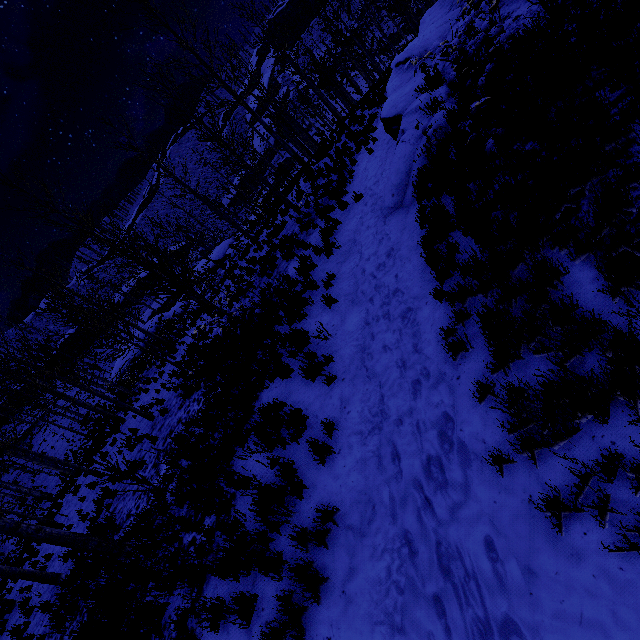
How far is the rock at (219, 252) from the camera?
26.9 meters

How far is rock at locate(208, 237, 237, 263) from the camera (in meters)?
26.89

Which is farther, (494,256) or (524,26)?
(524,26)

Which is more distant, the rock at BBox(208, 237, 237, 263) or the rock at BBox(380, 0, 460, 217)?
the rock at BBox(208, 237, 237, 263)

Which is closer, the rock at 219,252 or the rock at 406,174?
the rock at 406,174
